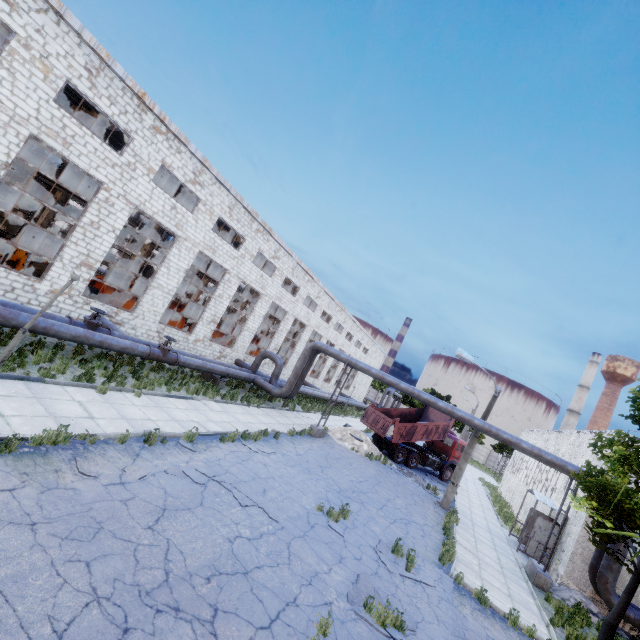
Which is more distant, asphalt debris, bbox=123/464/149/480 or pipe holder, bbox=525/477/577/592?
pipe holder, bbox=525/477/577/592

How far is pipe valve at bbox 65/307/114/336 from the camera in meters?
12.5 m

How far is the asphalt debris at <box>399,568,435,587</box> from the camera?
9.0 meters

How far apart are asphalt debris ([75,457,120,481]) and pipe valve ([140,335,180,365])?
7.7 meters

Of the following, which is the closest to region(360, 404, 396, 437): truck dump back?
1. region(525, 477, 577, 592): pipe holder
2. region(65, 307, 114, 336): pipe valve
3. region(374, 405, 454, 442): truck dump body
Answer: region(374, 405, 454, 442): truck dump body

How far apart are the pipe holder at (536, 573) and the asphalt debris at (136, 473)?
16.3 meters

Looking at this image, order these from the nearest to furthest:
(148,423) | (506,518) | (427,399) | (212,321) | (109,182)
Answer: (148,423) < (109,182) < (427,399) < (212,321) < (506,518)

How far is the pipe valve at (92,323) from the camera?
12.5m
